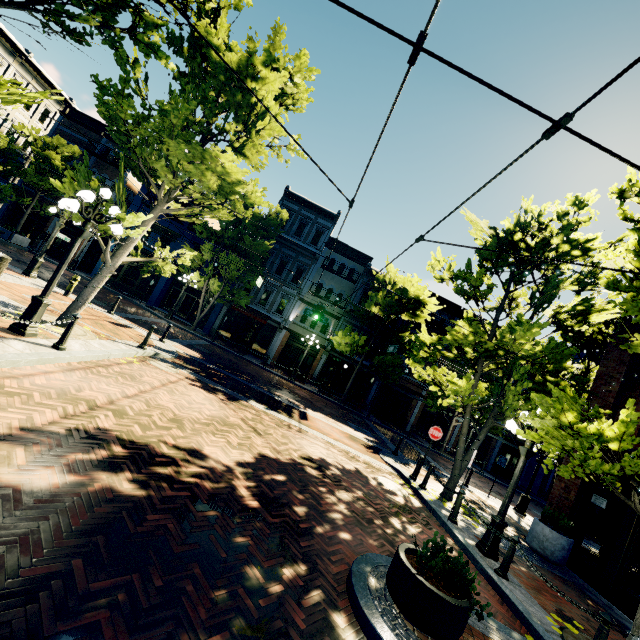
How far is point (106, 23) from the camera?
5.61m

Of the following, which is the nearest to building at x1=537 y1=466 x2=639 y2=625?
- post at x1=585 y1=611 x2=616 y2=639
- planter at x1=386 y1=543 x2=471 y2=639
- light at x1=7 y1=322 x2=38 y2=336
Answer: post at x1=585 y1=611 x2=616 y2=639

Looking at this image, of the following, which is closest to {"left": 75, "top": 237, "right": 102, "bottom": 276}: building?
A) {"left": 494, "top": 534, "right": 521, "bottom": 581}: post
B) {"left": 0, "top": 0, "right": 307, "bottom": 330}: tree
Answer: {"left": 0, "top": 0, "right": 307, "bottom": 330}: tree

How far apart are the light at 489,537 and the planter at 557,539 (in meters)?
3.17

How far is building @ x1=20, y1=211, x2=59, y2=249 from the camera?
26.2 meters

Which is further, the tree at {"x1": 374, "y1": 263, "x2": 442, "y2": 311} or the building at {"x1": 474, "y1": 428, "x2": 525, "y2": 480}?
the building at {"x1": 474, "y1": 428, "x2": 525, "y2": 480}

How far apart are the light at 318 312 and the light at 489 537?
11.1m

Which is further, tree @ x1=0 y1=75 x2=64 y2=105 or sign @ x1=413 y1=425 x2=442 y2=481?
sign @ x1=413 y1=425 x2=442 y2=481
